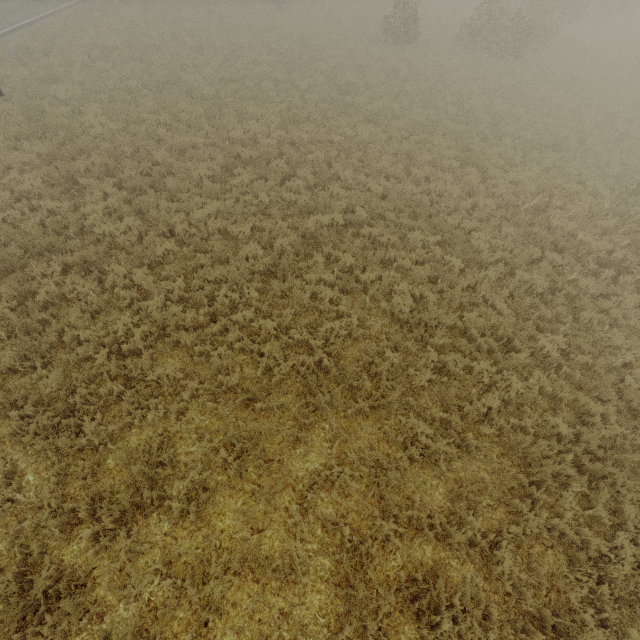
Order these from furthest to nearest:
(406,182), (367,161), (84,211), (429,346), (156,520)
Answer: (367,161) → (406,182) → (84,211) → (429,346) → (156,520)
